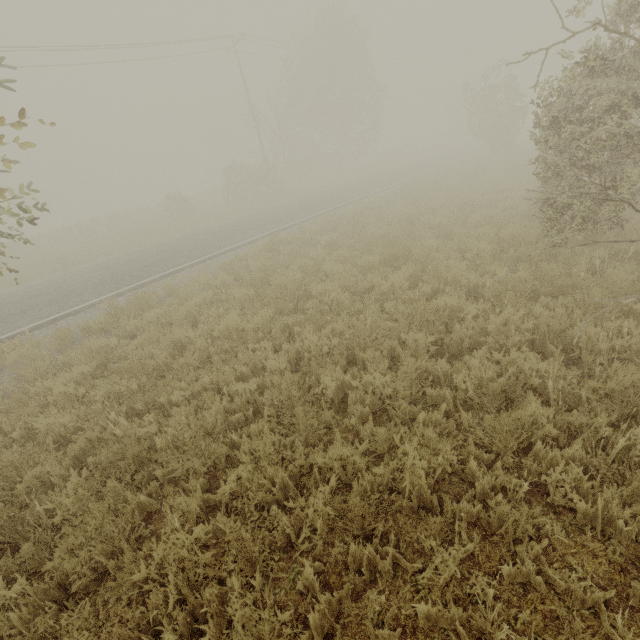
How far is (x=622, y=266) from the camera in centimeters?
648cm
